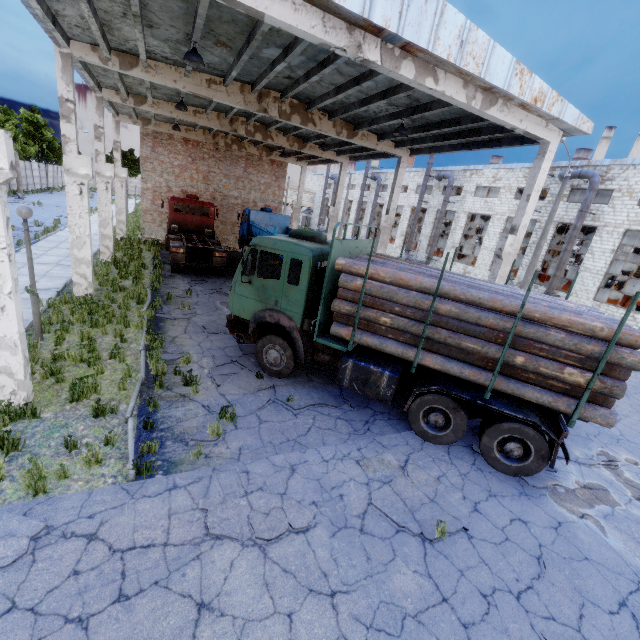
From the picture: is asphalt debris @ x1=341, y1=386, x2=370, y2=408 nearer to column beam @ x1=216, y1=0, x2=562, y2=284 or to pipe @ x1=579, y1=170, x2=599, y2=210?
column beam @ x1=216, y1=0, x2=562, y2=284

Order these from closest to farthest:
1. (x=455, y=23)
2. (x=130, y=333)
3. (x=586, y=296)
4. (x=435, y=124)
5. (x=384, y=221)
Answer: (x=455, y=23), (x=130, y=333), (x=435, y=124), (x=384, y=221), (x=586, y=296)

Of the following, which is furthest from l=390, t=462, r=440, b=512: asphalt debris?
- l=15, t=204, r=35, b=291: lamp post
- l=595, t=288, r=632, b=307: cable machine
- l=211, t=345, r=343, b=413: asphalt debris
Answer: l=595, t=288, r=632, b=307: cable machine

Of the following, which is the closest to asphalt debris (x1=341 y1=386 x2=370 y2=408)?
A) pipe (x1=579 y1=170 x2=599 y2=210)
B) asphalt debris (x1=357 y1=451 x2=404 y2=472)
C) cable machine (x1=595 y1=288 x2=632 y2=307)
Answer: asphalt debris (x1=357 y1=451 x2=404 y2=472)

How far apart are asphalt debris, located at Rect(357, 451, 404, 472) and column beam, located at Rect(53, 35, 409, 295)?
11.5m

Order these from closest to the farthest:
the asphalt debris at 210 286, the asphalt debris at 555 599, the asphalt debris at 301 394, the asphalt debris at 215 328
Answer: the asphalt debris at 555 599 → the asphalt debris at 301 394 → the asphalt debris at 215 328 → the asphalt debris at 210 286

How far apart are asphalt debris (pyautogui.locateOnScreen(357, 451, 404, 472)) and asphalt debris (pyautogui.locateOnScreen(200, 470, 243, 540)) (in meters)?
1.05

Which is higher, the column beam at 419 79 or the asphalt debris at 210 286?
the column beam at 419 79
